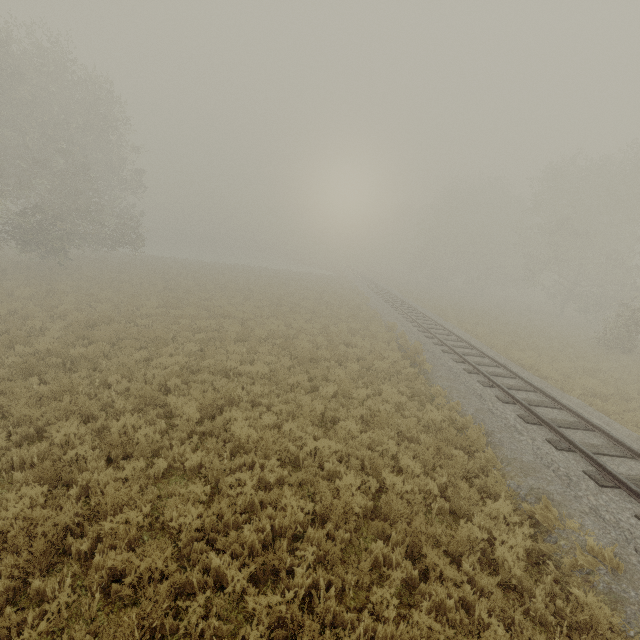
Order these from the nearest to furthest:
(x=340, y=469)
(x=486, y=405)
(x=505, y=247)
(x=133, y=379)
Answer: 1. (x=340, y=469)
2. (x=133, y=379)
3. (x=486, y=405)
4. (x=505, y=247)
